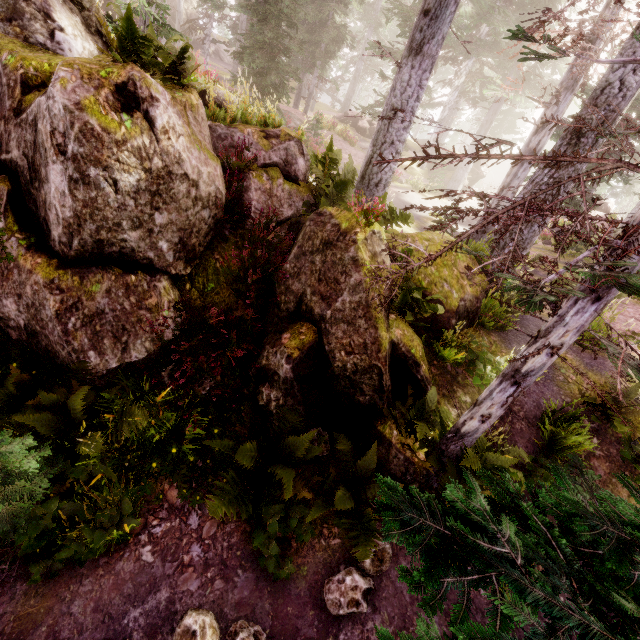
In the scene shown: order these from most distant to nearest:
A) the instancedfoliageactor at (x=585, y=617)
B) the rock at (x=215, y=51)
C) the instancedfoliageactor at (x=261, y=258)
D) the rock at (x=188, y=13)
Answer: the rock at (x=215, y=51)
the rock at (x=188, y=13)
the instancedfoliageactor at (x=261, y=258)
the instancedfoliageactor at (x=585, y=617)

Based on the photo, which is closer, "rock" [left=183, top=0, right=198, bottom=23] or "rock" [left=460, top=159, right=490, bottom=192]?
"rock" [left=460, top=159, right=490, bottom=192]

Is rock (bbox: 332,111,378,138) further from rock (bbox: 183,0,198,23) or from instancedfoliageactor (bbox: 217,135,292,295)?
rock (bbox: 183,0,198,23)

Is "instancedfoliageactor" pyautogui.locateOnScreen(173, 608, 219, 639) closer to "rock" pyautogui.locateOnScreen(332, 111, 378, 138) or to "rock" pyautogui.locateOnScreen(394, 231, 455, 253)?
"rock" pyautogui.locateOnScreen(394, 231, 455, 253)

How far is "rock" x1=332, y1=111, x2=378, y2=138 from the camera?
30.9 meters

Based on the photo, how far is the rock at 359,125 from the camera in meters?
30.9 m

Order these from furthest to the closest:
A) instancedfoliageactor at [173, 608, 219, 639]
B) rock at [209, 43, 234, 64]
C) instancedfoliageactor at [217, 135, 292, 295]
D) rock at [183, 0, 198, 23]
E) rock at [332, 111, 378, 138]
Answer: rock at [209, 43, 234, 64]
rock at [183, 0, 198, 23]
rock at [332, 111, 378, 138]
instancedfoliageactor at [217, 135, 292, 295]
instancedfoliageactor at [173, 608, 219, 639]

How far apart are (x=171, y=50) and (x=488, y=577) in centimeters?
726cm
